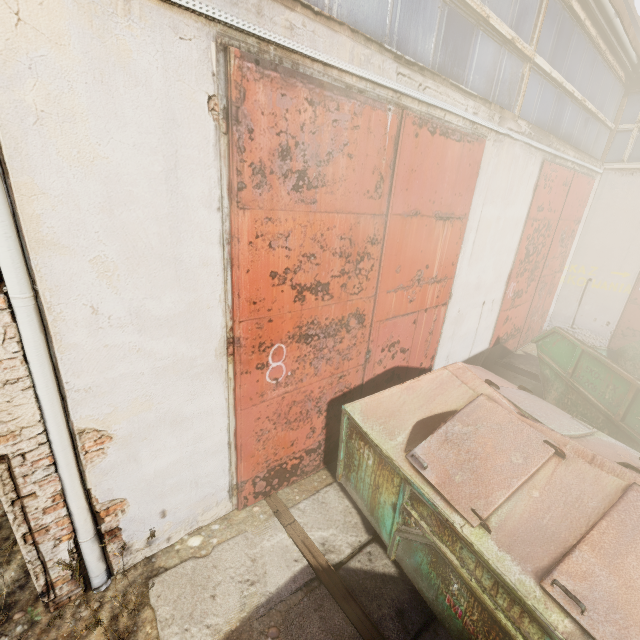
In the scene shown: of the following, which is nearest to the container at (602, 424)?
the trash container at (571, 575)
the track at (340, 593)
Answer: the trash container at (571, 575)

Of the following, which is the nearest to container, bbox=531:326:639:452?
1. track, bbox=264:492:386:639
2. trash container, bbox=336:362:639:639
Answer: trash container, bbox=336:362:639:639

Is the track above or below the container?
below

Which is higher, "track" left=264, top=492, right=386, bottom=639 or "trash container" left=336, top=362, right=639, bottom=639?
"trash container" left=336, top=362, right=639, bottom=639

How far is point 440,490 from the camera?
2.5m

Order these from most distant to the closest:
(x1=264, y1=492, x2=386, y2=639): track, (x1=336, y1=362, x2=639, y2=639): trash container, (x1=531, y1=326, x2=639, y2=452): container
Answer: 1. (x1=531, y1=326, x2=639, y2=452): container
2. (x1=264, y1=492, x2=386, y2=639): track
3. (x1=336, y1=362, x2=639, y2=639): trash container

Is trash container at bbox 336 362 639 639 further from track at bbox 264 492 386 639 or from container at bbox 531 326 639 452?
container at bbox 531 326 639 452

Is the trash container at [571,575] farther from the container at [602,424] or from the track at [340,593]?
the container at [602,424]
